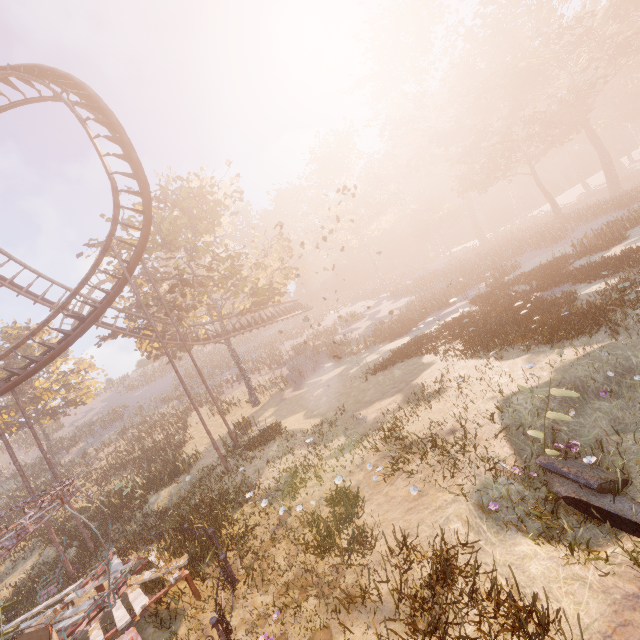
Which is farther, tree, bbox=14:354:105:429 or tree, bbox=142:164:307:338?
tree, bbox=14:354:105:429

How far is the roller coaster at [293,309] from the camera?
26.93m

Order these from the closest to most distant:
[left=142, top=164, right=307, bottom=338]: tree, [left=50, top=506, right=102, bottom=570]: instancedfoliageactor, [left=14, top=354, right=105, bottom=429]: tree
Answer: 1. [left=50, top=506, right=102, bottom=570]: instancedfoliageactor
2. [left=142, top=164, right=307, bottom=338]: tree
3. [left=14, top=354, right=105, bottom=429]: tree

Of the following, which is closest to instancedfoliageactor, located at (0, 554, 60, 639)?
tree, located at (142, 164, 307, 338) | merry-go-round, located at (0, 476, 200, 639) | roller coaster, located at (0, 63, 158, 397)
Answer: roller coaster, located at (0, 63, 158, 397)

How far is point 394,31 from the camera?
47.9 meters

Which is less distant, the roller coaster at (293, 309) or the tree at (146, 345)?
the tree at (146, 345)

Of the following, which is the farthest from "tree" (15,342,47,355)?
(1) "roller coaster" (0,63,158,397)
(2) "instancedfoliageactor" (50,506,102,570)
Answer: (2) "instancedfoliageactor" (50,506,102,570)
